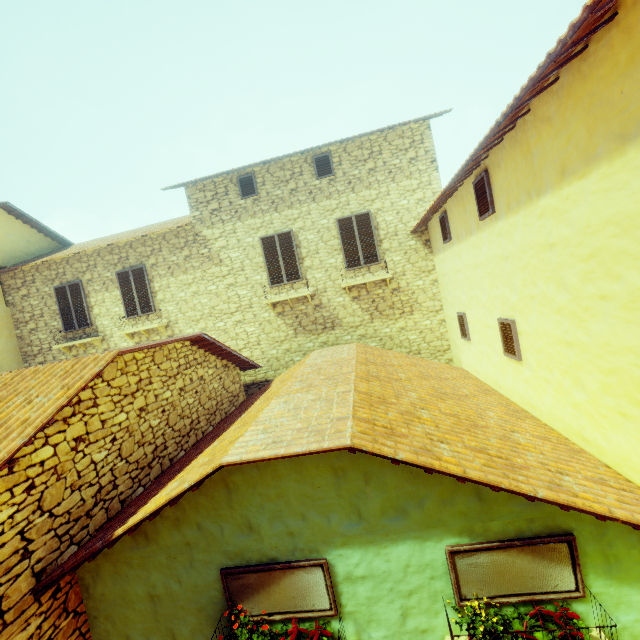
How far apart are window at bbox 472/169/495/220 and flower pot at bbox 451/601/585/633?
5.10m

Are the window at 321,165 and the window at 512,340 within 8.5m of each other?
yes

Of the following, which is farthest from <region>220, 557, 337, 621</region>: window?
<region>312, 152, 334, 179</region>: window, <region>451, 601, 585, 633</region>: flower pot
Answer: <region>312, 152, 334, 179</region>: window

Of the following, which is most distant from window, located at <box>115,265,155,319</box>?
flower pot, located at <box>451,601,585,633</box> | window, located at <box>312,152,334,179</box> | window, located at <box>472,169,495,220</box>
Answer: window, located at <box>312,152,334,179</box>

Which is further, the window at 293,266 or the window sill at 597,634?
the window at 293,266

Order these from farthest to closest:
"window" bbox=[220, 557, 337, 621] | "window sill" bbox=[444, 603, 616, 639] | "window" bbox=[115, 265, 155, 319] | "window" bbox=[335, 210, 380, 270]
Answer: "window" bbox=[115, 265, 155, 319], "window" bbox=[335, 210, 380, 270], "window" bbox=[220, 557, 337, 621], "window sill" bbox=[444, 603, 616, 639]

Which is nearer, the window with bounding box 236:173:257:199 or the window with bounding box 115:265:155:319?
the window with bounding box 236:173:257:199

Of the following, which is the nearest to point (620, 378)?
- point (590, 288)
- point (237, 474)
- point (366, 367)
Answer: point (590, 288)
